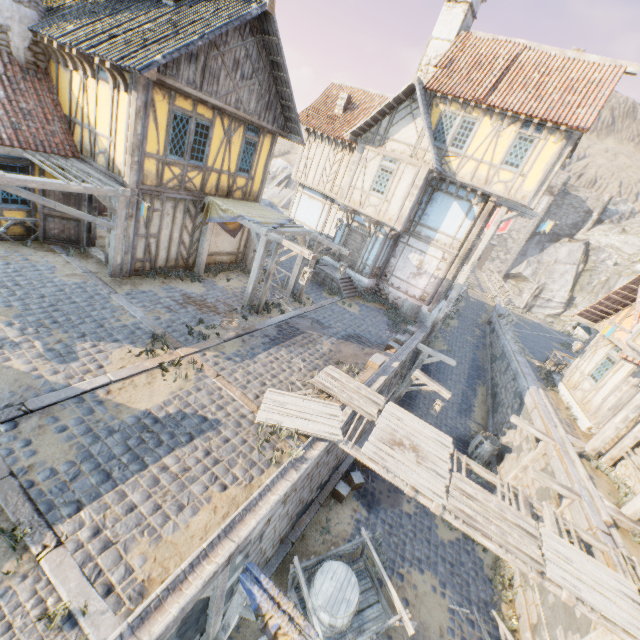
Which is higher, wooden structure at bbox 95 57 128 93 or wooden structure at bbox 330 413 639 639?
wooden structure at bbox 95 57 128 93

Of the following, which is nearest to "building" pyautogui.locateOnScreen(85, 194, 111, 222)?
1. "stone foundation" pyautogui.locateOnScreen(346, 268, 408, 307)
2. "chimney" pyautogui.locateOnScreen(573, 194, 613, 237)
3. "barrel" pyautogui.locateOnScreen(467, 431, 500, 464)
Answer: "stone foundation" pyautogui.locateOnScreen(346, 268, 408, 307)

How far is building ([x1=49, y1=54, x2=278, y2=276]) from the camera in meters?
9.0 m

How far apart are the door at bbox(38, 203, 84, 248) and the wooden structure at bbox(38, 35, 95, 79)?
3.14m

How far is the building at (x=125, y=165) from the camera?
9.0m

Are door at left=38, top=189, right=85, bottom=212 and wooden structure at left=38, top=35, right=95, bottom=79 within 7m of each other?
yes

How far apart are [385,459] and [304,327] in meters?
6.0

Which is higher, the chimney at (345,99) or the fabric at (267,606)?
the chimney at (345,99)
